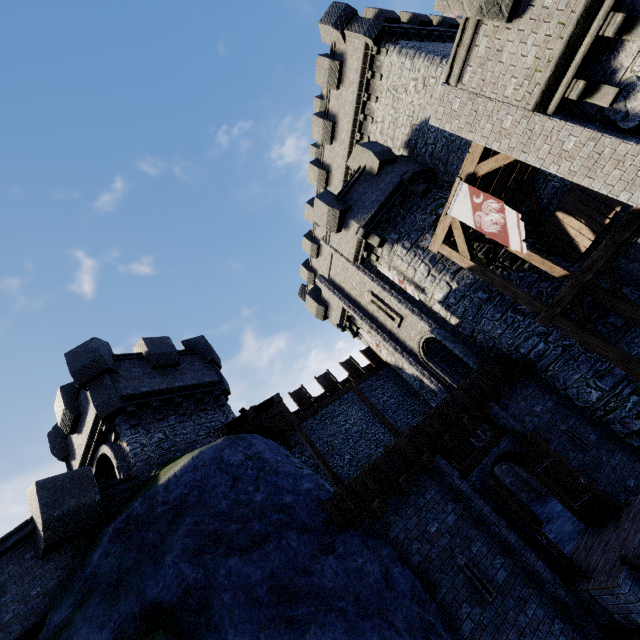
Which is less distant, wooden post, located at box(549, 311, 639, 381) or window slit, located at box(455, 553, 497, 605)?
window slit, located at box(455, 553, 497, 605)

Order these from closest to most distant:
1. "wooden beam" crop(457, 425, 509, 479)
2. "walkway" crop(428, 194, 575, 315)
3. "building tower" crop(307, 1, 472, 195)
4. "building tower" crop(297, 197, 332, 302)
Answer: "wooden beam" crop(457, 425, 509, 479), "walkway" crop(428, 194, 575, 315), "building tower" crop(307, 1, 472, 195), "building tower" crop(297, 197, 332, 302)

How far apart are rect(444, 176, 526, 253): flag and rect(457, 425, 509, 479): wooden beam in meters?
5.6 m

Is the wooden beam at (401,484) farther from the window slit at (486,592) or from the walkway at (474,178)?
the walkway at (474,178)

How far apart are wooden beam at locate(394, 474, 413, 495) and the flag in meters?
7.2 m

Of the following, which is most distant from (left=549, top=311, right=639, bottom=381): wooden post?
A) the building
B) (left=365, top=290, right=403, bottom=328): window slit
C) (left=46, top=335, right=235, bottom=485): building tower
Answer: the building

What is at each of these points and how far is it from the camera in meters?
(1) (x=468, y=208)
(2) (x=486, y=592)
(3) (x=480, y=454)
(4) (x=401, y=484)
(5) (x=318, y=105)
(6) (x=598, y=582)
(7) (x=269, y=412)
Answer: (1) flag, 10.1 m
(2) window slit, 7.5 m
(3) wooden beam, 9.9 m
(4) wooden beam, 8.6 m
(5) building, 36.3 m
(6) wooden platform, 7.0 m
(7) walkway, 13.9 m

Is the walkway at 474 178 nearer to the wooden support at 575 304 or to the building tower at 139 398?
the wooden support at 575 304
